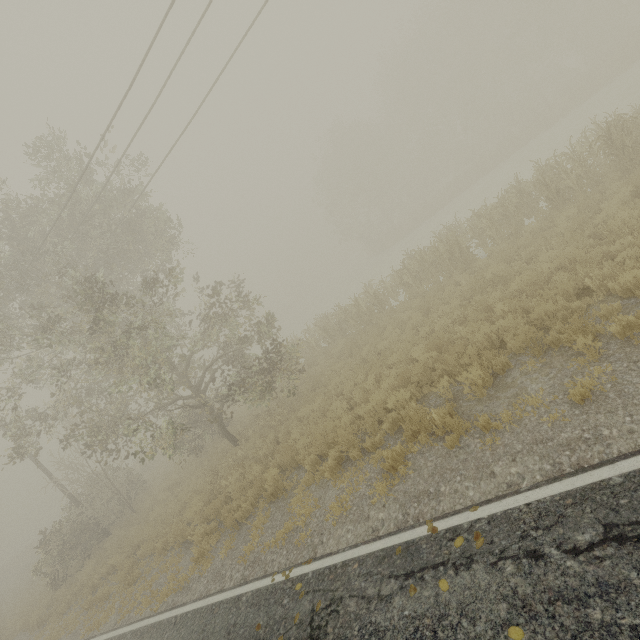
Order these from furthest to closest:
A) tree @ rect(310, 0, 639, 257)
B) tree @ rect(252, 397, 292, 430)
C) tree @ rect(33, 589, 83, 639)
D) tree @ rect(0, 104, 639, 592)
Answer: tree @ rect(310, 0, 639, 257) < tree @ rect(252, 397, 292, 430) < tree @ rect(33, 589, 83, 639) < tree @ rect(0, 104, 639, 592)

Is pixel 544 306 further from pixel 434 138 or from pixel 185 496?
pixel 434 138

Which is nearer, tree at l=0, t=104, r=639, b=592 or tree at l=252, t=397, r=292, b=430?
tree at l=0, t=104, r=639, b=592

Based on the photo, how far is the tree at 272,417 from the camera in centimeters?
1380cm

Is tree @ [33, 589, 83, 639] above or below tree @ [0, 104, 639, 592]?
below

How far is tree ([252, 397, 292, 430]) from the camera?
13.8 meters

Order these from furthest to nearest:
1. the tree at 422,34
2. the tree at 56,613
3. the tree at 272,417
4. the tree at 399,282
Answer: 1. the tree at 422,34
2. the tree at 272,417
3. the tree at 56,613
4. the tree at 399,282
